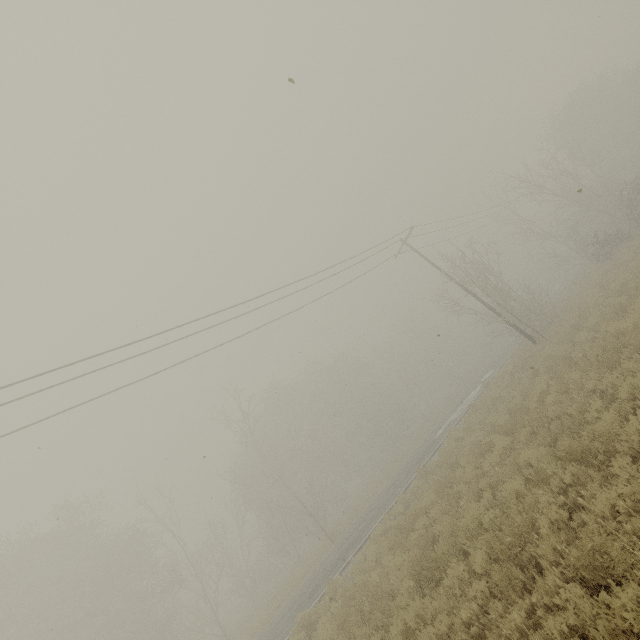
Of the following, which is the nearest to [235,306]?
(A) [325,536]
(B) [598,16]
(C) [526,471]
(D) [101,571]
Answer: (C) [526,471]
